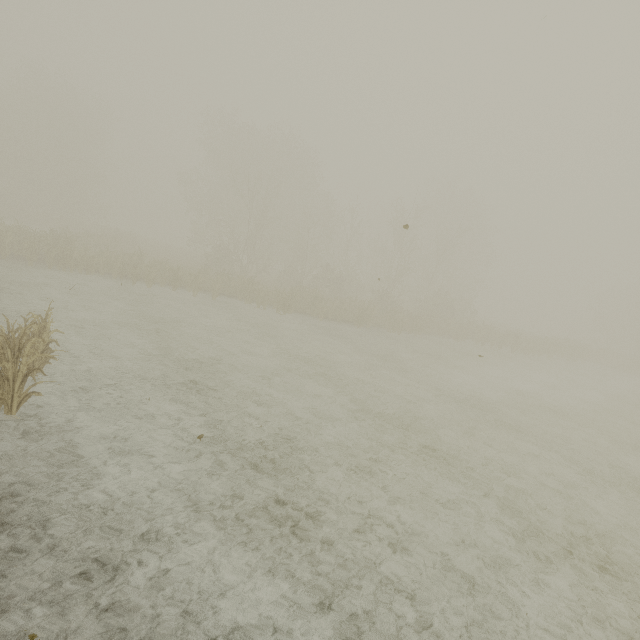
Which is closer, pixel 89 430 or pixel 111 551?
pixel 111 551
